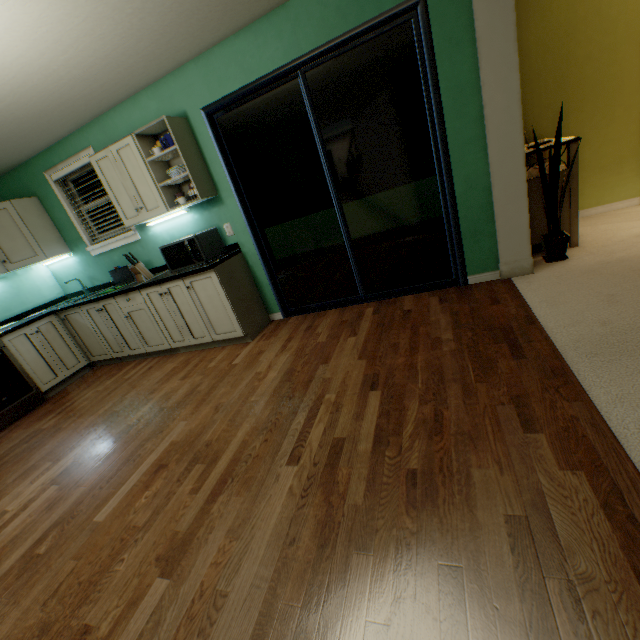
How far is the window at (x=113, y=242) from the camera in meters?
3.6

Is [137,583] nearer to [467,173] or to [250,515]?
[250,515]

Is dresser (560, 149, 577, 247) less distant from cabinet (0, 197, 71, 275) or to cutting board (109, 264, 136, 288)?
cutting board (109, 264, 136, 288)

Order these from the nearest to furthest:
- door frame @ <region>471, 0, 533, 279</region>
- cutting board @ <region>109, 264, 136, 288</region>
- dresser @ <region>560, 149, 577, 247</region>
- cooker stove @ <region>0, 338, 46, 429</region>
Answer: door frame @ <region>471, 0, 533, 279</region> < dresser @ <region>560, 149, 577, 247</region> < cooker stove @ <region>0, 338, 46, 429</region> < cutting board @ <region>109, 264, 136, 288</region>

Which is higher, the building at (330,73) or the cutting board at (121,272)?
the building at (330,73)

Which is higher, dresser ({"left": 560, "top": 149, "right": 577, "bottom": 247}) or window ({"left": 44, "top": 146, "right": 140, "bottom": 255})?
window ({"left": 44, "top": 146, "right": 140, "bottom": 255})

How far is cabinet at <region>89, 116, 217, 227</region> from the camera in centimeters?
290cm

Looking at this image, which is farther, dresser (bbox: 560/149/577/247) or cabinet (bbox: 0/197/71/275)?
cabinet (bbox: 0/197/71/275)
